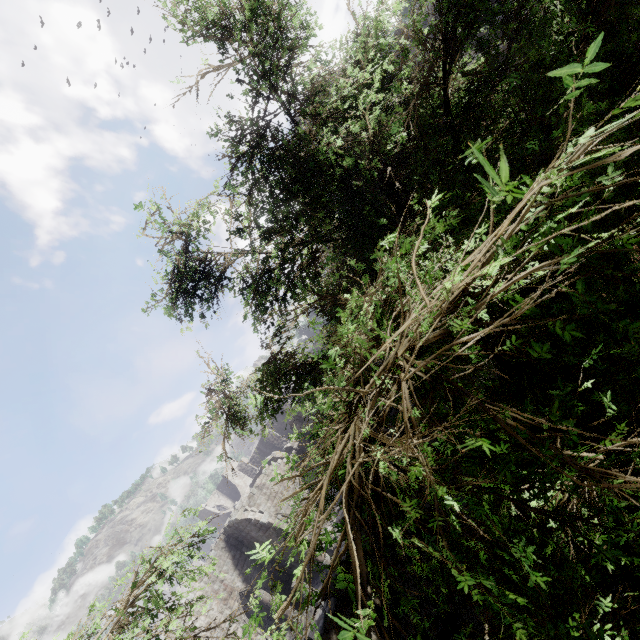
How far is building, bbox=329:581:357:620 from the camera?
5.9m

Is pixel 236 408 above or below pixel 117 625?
above

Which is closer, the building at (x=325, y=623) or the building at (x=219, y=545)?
the building at (x=325, y=623)

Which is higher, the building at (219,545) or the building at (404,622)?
the building at (219,545)

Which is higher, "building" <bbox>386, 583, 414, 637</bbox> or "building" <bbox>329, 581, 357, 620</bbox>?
"building" <bbox>329, 581, 357, 620</bbox>

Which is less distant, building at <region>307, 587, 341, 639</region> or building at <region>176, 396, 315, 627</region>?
building at <region>307, 587, 341, 639</region>

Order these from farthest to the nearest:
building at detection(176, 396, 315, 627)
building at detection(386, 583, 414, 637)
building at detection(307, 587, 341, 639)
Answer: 1. building at detection(176, 396, 315, 627)
2. building at detection(386, 583, 414, 637)
3. building at detection(307, 587, 341, 639)
